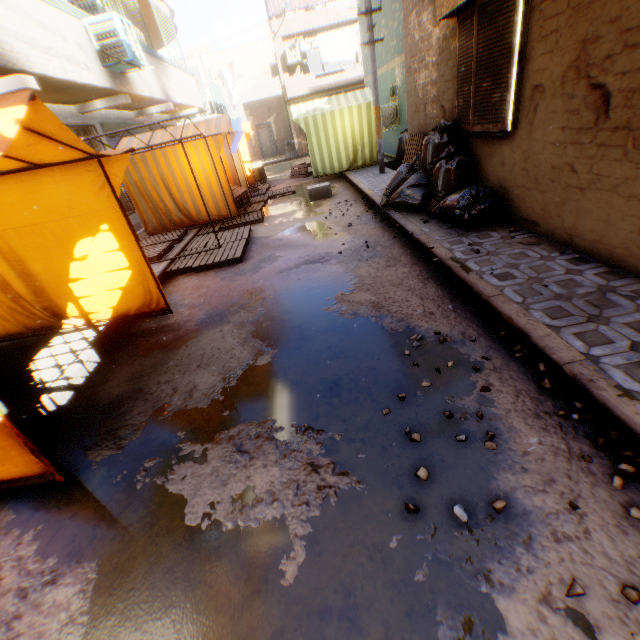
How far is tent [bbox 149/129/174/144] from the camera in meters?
8.7 m

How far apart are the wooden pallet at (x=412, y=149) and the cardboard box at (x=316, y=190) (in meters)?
1.80

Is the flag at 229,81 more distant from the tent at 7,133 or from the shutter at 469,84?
the shutter at 469,84

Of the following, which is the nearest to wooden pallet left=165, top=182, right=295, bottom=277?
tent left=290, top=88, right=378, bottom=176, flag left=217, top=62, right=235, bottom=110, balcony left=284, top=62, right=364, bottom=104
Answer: tent left=290, top=88, right=378, bottom=176

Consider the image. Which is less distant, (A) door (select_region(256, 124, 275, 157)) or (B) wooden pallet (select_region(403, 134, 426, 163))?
(B) wooden pallet (select_region(403, 134, 426, 163))

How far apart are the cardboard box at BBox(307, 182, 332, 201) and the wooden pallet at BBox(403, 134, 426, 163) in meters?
1.8

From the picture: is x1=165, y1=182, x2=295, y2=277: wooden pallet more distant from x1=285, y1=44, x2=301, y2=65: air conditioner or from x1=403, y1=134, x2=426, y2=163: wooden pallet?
x1=403, y1=134, x2=426, y2=163: wooden pallet

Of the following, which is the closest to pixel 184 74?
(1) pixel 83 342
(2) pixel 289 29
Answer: (2) pixel 289 29
